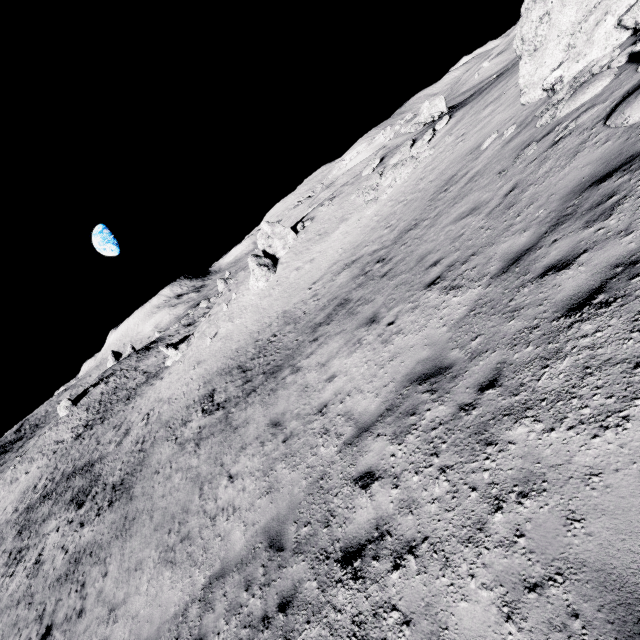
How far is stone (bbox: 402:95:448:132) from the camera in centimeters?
3412cm

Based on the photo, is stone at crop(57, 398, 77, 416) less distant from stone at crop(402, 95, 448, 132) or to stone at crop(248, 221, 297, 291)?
stone at crop(248, 221, 297, 291)

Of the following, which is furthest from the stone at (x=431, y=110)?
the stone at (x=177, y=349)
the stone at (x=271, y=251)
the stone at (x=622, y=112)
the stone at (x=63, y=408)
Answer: the stone at (x=63, y=408)

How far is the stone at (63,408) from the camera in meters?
51.7 m

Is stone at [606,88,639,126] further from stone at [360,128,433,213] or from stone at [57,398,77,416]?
stone at [57,398,77,416]

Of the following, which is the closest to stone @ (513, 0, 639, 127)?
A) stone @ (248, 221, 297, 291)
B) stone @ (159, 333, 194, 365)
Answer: stone @ (248, 221, 297, 291)

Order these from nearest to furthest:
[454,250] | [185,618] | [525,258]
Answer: [525,258], [185,618], [454,250]

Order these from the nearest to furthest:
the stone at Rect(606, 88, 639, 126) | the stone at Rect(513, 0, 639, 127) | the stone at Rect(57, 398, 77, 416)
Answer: the stone at Rect(606, 88, 639, 126) < the stone at Rect(513, 0, 639, 127) < the stone at Rect(57, 398, 77, 416)
